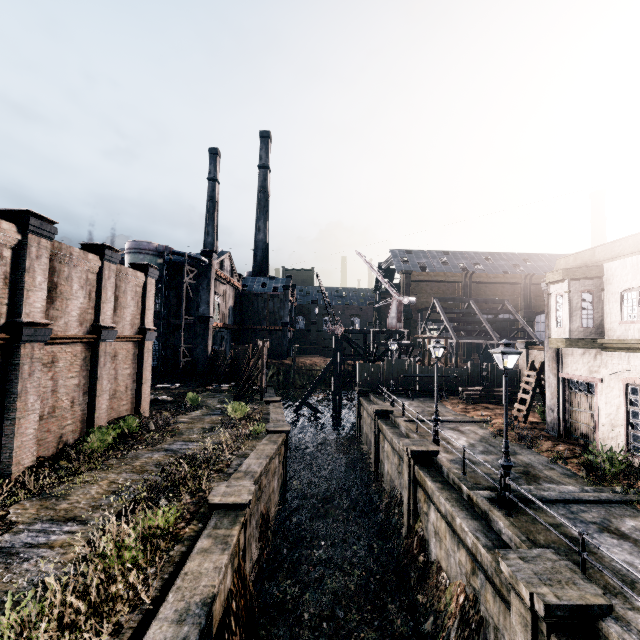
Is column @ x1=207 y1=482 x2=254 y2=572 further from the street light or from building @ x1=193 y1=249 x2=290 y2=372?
the street light

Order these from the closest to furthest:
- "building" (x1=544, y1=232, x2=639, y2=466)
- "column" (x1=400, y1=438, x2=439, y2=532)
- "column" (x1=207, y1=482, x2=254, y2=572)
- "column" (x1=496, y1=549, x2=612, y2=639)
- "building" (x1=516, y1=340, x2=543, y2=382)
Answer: "column" (x1=496, y1=549, x2=612, y2=639) < "column" (x1=207, y1=482, x2=254, y2=572) < "building" (x1=544, y1=232, x2=639, y2=466) < "column" (x1=400, y1=438, x2=439, y2=532) < "building" (x1=516, y1=340, x2=543, y2=382)

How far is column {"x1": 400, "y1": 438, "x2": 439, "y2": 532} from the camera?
15.60m

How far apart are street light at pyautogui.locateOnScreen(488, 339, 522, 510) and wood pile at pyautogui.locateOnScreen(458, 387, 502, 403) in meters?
18.2

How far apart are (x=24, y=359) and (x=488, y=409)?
29.5m

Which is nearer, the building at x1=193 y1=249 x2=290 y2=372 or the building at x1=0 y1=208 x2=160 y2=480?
the building at x1=0 y1=208 x2=160 y2=480

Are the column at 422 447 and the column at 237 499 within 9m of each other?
yes

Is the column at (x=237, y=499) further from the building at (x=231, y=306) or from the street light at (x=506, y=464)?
the street light at (x=506, y=464)
